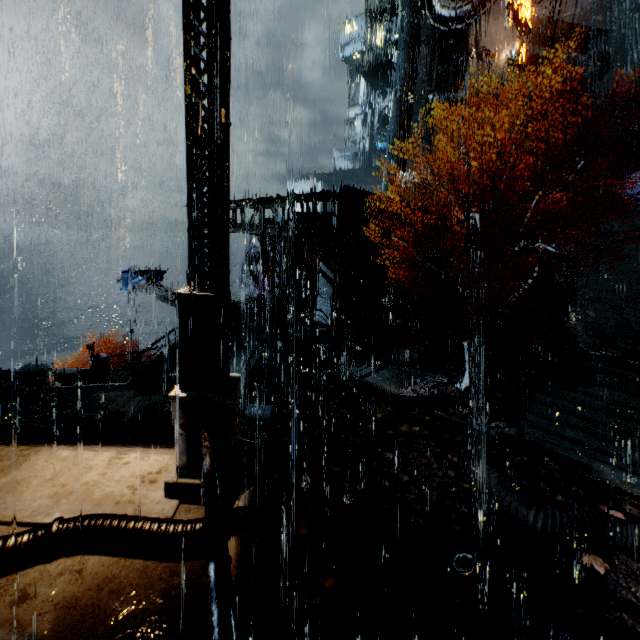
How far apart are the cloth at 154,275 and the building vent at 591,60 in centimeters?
3831cm

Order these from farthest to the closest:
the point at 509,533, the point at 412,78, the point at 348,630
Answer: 1. the point at 412,78
2. the point at 509,533
3. the point at 348,630

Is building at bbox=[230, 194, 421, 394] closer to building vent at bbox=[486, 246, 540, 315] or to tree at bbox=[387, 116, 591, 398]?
building vent at bbox=[486, 246, 540, 315]

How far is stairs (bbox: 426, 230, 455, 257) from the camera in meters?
28.0 m

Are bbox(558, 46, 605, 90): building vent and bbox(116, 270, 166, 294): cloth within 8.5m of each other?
no

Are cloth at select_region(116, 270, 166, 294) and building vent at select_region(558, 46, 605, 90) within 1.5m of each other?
no

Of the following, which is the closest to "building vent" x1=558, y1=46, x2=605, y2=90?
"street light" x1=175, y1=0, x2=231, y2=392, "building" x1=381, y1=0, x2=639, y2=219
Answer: "building" x1=381, y1=0, x2=639, y2=219

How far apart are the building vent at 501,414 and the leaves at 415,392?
0.0m
